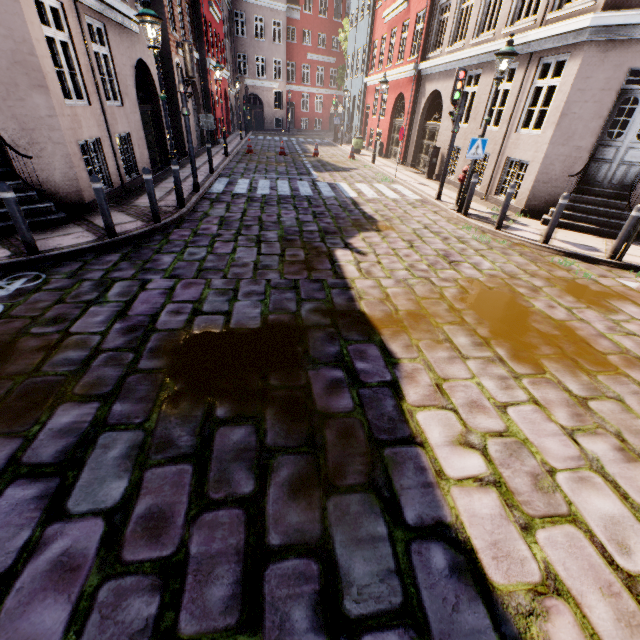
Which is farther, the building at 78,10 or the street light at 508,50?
the street light at 508,50

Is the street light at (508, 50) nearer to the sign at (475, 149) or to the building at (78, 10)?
the sign at (475, 149)

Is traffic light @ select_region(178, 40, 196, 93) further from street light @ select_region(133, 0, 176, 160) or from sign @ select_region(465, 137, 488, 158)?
sign @ select_region(465, 137, 488, 158)

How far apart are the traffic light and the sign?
7.3 meters

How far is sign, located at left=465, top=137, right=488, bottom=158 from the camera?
8.33m

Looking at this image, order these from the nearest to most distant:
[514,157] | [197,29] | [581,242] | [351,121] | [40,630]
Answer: [40,630], [581,242], [514,157], [197,29], [351,121]

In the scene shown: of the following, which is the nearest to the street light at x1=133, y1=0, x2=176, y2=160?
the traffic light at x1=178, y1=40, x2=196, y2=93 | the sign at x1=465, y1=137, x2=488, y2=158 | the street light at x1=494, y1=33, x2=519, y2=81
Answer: the traffic light at x1=178, y1=40, x2=196, y2=93

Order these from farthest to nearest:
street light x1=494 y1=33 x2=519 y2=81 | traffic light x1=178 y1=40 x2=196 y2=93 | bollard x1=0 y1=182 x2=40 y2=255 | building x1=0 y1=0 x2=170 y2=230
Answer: traffic light x1=178 y1=40 x2=196 y2=93 → street light x1=494 y1=33 x2=519 y2=81 → building x1=0 y1=0 x2=170 y2=230 → bollard x1=0 y1=182 x2=40 y2=255
